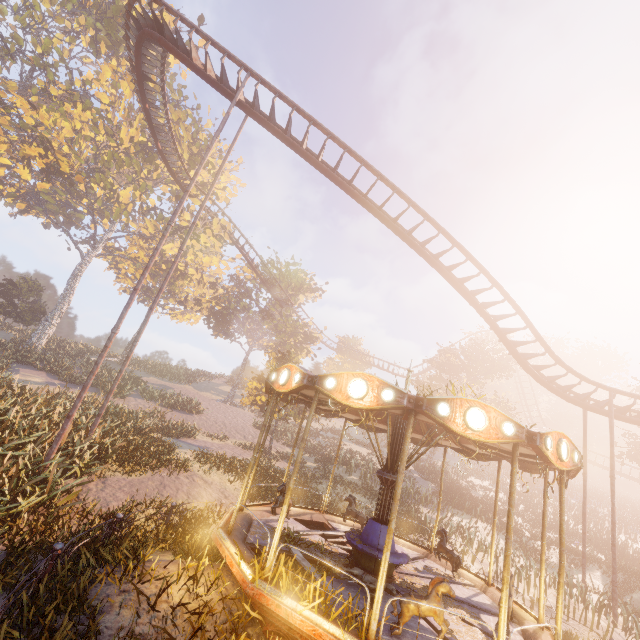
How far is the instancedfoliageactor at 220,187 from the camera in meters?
39.5

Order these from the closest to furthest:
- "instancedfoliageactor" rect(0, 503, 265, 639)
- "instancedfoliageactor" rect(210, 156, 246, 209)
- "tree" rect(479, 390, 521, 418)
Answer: "instancedfoliageactor" rect(0, 503, 265, 639) → "tree" rect(479, 390, 521, 418) → "instancedfoliageactor" rect(210, 156, 246, 209)

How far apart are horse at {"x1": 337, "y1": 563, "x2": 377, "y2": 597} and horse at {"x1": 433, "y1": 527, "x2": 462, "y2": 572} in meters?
3.7

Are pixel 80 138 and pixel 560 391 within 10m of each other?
no

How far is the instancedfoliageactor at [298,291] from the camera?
39.8 meters

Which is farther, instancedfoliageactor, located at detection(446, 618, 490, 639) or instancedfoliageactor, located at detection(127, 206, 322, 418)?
instancedfoliageactor, located at detection(127, 206, 322, 418)

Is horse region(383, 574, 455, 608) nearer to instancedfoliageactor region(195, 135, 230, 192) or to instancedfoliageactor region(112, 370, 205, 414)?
instancedfoliageactor region(112, 370, 205, 414)

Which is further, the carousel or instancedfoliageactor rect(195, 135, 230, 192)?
instancedfoliageactor rect(195, 135, 230, 192)
